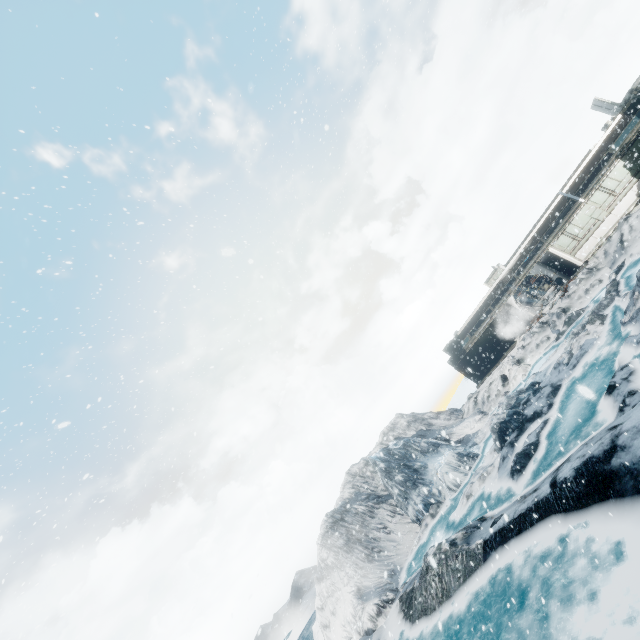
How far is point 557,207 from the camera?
27.55m
